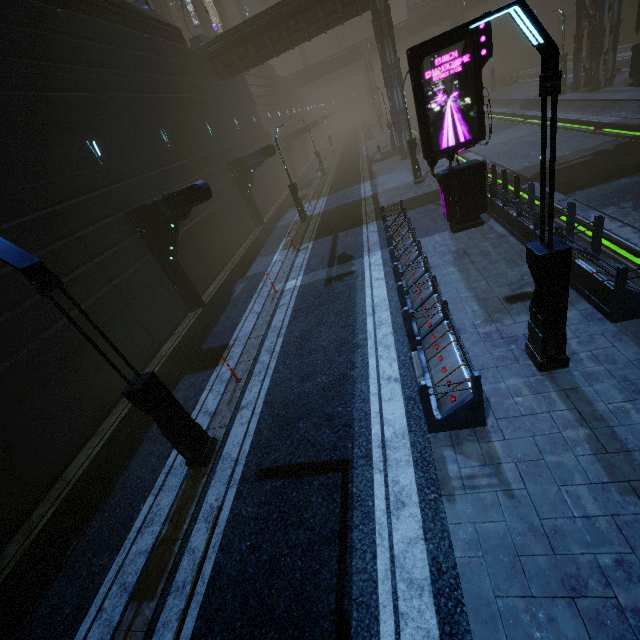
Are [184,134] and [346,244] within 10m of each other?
no

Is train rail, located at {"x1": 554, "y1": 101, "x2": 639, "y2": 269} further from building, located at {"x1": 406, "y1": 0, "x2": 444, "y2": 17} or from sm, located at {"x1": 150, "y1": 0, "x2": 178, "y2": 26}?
sm, located at {"x1": 150, "y1": 0, "x2": 178, "y2": 26}

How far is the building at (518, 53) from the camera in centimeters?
5266cm

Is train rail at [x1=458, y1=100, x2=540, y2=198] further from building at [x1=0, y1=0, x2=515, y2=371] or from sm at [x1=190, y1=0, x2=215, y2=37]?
sm at [x1=190, y1=0, x2=215, y2=37]

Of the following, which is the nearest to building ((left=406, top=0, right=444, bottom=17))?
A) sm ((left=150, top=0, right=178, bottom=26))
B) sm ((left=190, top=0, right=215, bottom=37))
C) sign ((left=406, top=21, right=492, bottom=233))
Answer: sign ((left=406, top=21, right=492, bottom=233))

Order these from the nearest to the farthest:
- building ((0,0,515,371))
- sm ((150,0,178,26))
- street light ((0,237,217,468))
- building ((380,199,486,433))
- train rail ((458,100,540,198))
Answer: street light ((0,237,217,468)) < building ((380,199,486,433)) < building ((0,0,515,371)) < train rail ((458,100,540,198)) < sm ((150,0,178,26))

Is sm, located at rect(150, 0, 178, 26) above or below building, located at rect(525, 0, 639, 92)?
above
